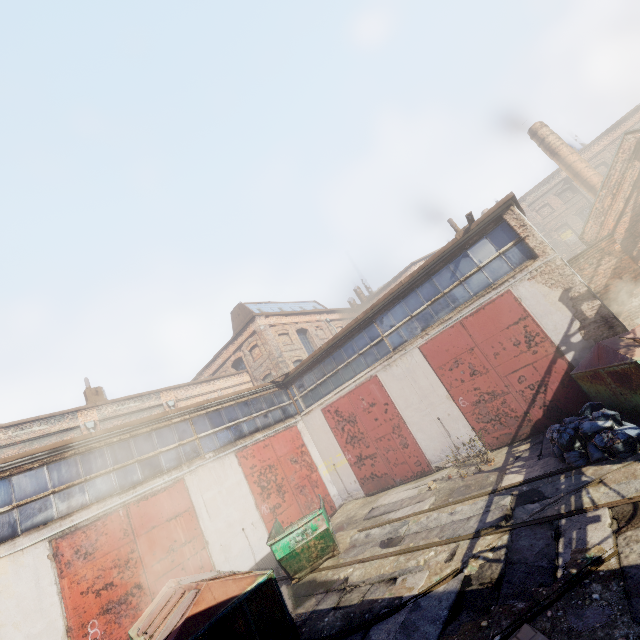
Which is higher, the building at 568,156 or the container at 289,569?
the building at 568,156

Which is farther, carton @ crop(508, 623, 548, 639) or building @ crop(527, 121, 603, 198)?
building @ crop(527, 121, 603, 198)

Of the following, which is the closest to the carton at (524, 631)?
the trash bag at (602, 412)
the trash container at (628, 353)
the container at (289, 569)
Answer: the trash bag at (602, 412)

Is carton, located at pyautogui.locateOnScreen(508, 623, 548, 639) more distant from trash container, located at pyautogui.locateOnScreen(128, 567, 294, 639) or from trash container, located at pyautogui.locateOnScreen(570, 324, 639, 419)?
trash container, located at pyautogui.locateOnScreen(570, 324, 639, 419)

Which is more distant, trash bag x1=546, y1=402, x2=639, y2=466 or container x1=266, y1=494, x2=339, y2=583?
container x1=266, y1=494, x2=339, y2=583

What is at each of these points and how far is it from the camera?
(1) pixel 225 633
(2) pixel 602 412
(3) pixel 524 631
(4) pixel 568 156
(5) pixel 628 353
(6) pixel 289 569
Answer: A:
(1) trash container, 5.7 meters
(2) trash bag, 7.2 meters
(3) carton, 3.3 meters
(4) building, 19.0 meters
(5) trash container, 7.0 meters
(6) container, 9.0 meters

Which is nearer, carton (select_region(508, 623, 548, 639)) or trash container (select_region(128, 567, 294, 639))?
carton (select_region(508, 623, 548, 639))

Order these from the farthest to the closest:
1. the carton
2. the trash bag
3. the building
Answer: the building < the trash bag < the carton
